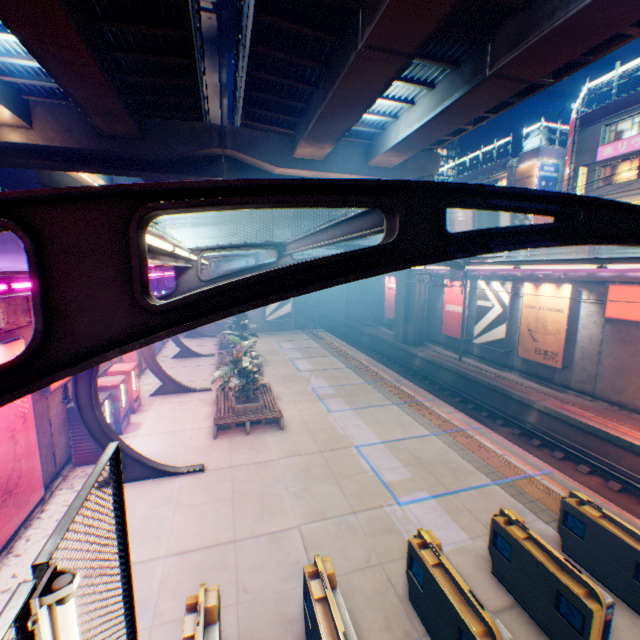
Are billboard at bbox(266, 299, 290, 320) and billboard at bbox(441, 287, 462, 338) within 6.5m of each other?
no

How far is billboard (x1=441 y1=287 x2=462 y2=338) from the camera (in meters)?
23.80

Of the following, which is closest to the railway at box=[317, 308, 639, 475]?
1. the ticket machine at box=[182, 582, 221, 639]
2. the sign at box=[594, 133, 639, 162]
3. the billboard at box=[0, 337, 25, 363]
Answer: the ticket machine at box=[182, 582, 221, 639]

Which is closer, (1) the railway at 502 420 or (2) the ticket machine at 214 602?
(2) the ticket machine at 214 602

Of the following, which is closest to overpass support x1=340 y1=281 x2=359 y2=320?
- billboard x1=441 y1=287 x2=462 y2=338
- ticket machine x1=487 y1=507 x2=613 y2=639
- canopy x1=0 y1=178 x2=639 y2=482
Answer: billboard x1=441 y1=287 x2=462 y2=338

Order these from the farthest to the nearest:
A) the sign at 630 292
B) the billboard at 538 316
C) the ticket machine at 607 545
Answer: the billboard at 538 316, the sign at 630 292, the ticket machine at 607 545

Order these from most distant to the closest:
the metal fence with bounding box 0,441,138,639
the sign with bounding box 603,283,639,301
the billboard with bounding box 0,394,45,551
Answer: the sign with bounding box 603,283,639,301 → the billboard with bounding box 0,394,45,551 → the metal fence with bounding box 0,441,138,639

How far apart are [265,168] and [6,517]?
21.38m
